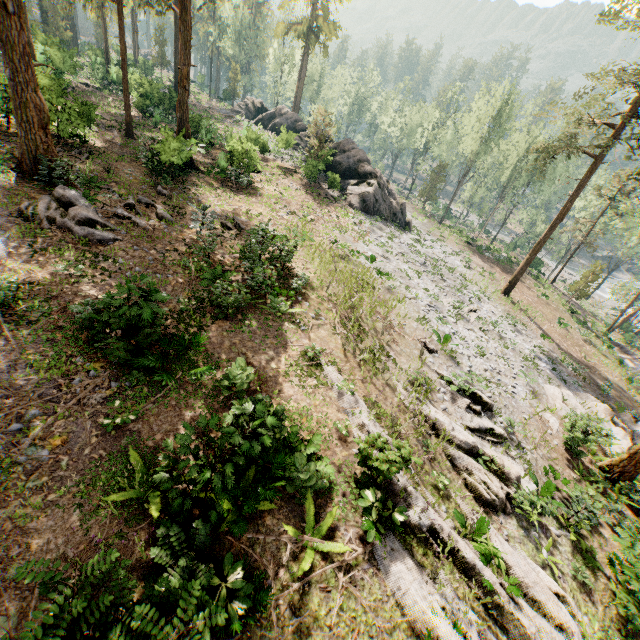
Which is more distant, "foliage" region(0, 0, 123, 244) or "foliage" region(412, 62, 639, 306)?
"foliage" region(412, 62, 639, 306)

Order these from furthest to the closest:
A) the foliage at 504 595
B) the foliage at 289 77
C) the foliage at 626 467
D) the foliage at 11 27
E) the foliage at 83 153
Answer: the foliage at 289 77
the foliage at 83 153
the foliage at 626 467
the foliage at 11 27
the foliage at 504 595

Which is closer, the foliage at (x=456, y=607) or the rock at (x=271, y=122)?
the foliage at (x=456, y=607)

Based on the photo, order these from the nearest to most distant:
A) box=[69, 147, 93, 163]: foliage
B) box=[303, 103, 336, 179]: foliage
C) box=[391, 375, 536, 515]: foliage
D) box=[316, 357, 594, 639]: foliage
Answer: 1. box=[316, 357, 594, 639]: foliage
2. box=[391, 375, 536, 515]: foliage
3. box=[69, 147, 93, 163]: foliage
4. box=[303, 103, 336, 179]: foliage

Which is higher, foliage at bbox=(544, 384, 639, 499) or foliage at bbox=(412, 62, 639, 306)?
foliage at bbox=(412, 62, 639, 306)

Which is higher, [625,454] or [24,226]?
[24,226]

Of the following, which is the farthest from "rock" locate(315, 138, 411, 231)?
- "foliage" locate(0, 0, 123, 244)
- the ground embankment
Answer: the ground embankment

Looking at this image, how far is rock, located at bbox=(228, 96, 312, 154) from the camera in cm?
3222
